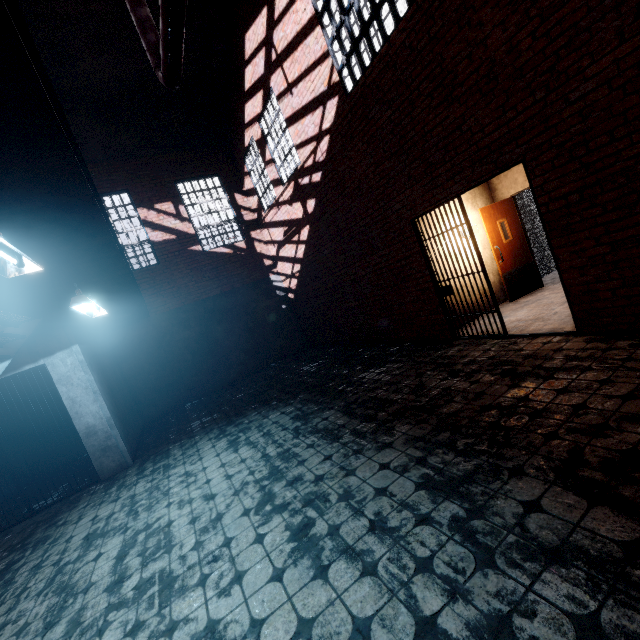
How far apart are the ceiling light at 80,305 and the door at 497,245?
7.19m

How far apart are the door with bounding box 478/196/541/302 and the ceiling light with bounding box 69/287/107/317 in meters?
7.2 m

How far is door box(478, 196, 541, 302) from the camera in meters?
7.0

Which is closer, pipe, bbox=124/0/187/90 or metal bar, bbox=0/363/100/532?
pipe, bbox=124/0/187/90

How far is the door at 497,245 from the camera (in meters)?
7.01

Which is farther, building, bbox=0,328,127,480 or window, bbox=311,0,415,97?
building, bbox=0,328,127,480

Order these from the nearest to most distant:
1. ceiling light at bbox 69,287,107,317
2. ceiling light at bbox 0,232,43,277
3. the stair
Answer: ceiling light at bbox 0,232,43,277, ceiling light at bbox 69,287,107,317, the stair

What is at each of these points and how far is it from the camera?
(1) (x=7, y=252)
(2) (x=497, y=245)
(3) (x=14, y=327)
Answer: (1) ceiling light, 1.9m
(2) door, 7.0m
(3) stair, 4.4m
